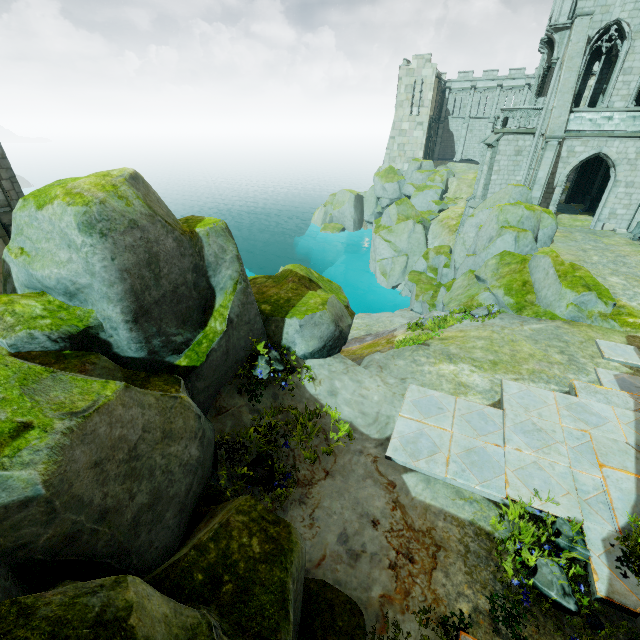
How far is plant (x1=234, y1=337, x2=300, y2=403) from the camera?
6.89m

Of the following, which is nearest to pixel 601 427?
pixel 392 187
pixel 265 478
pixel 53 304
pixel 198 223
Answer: pixel 265 478

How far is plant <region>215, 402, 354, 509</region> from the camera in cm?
577

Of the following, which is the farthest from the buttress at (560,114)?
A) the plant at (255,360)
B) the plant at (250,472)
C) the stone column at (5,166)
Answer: the stone column at (5,166)

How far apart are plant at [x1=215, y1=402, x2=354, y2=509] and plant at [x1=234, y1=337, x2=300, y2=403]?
0.7m

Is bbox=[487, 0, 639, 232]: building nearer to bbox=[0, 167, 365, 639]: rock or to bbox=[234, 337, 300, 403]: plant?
bbox=[0, 167, 365, 639]: rock

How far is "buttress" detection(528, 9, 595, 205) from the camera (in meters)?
18.03

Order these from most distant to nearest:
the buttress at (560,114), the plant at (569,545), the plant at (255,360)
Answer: the buttress at (560,114)
the plant at (255,360)
the plant at (569,545)
